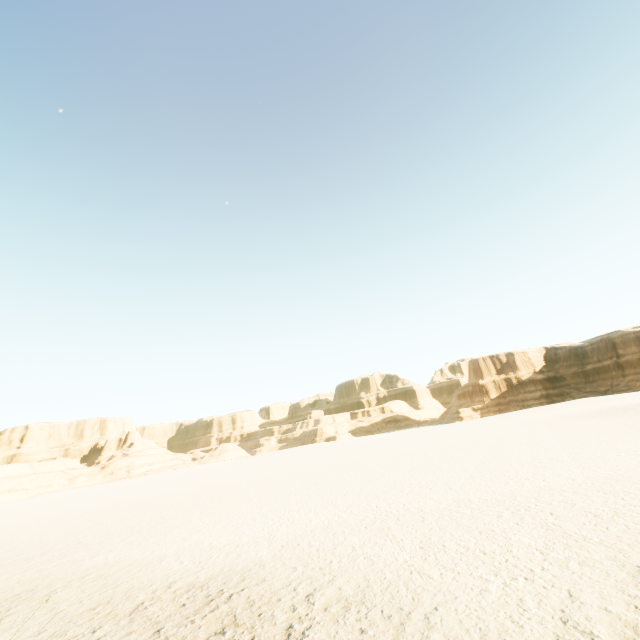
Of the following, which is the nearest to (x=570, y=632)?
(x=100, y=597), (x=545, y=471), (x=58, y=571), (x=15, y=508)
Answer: (x=100, y=597)
